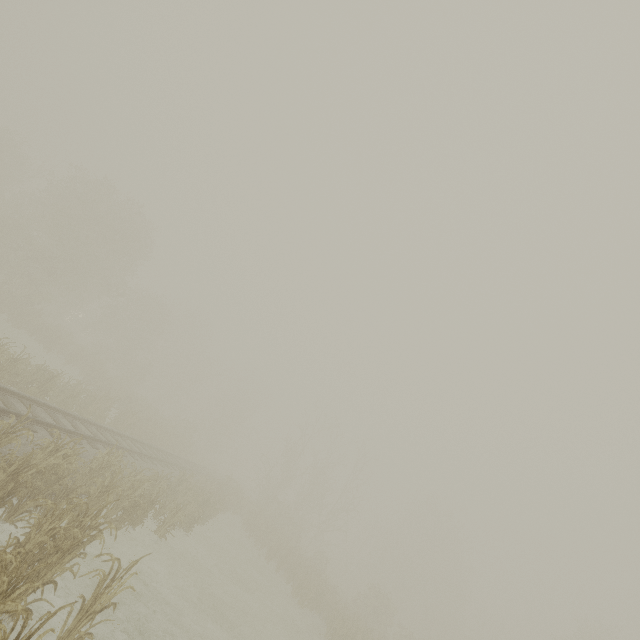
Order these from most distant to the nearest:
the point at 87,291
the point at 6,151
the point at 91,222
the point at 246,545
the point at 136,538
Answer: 1. the point at 6,151
2. the point at 87,291
3. the point at 91,222
4. the point at 246,545
5. the point at 136,538
